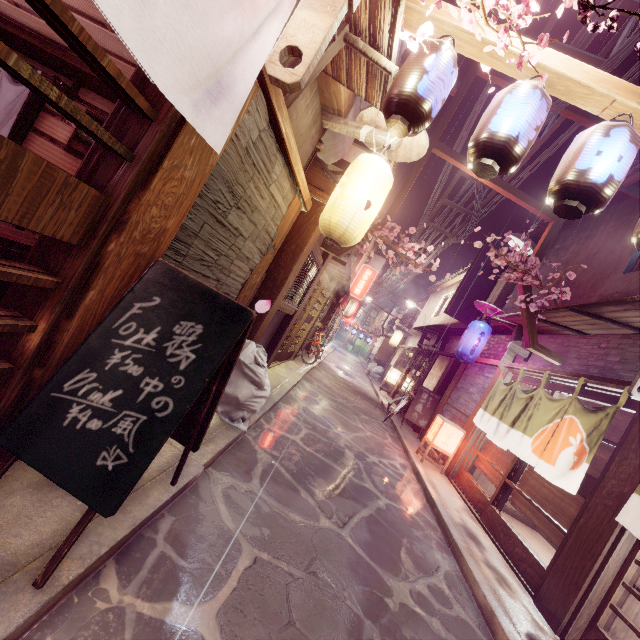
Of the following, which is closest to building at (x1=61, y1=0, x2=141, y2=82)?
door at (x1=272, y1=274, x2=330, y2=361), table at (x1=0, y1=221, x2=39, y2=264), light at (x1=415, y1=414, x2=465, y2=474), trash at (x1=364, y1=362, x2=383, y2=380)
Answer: table at (x1=0, y1=221, x2=39, y2=264)

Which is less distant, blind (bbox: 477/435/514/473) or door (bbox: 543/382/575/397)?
door (bbox: 543/382/575/397)

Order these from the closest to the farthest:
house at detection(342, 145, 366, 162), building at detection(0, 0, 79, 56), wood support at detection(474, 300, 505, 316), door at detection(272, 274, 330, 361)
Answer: building at detection(0, 0, 79, 56), wood support at detection(474, 300, 505, 316), house at detection(342, 145, 366, 162), door at detection(272, 274, 330, 361)

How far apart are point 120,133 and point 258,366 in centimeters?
518cm

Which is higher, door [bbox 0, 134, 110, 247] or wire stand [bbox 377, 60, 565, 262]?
wire stand [bbox 377, 60, 565, 262]

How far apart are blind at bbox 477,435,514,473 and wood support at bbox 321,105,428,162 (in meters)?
9.78

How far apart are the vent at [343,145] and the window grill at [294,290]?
3.6m

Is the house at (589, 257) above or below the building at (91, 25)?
above
